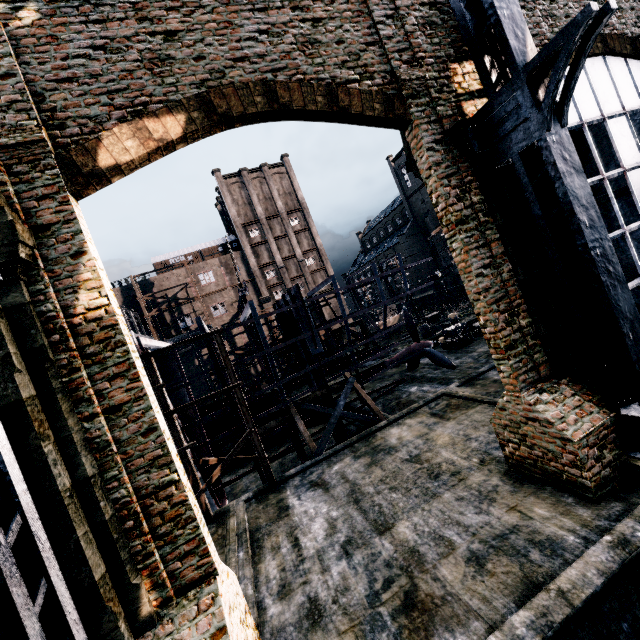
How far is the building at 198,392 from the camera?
55.91m

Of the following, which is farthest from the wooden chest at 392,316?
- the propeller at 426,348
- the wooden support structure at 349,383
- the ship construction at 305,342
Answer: the wooden support structure at 349,383

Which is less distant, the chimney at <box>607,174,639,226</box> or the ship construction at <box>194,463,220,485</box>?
the ship construction at <box>194,463,220,485</box>

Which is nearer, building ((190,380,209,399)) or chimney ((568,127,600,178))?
chimney ((568,127,600,178))

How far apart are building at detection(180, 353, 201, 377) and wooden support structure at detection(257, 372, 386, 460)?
41.9 meters

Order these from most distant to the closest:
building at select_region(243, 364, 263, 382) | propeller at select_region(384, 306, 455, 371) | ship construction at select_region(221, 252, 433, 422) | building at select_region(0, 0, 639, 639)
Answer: building at select_region(243, 364, 263, 382)
propeller at select_region(384, 306, 455, 371)
ship construction at select_region(221, 252, 433, 422)
building at select_region(0, 0, 639, 639)

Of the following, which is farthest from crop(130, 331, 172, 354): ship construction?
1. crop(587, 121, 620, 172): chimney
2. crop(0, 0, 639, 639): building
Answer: crop(587, 121, 620, 172): chimney

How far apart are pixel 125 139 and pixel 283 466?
20.3 meters
